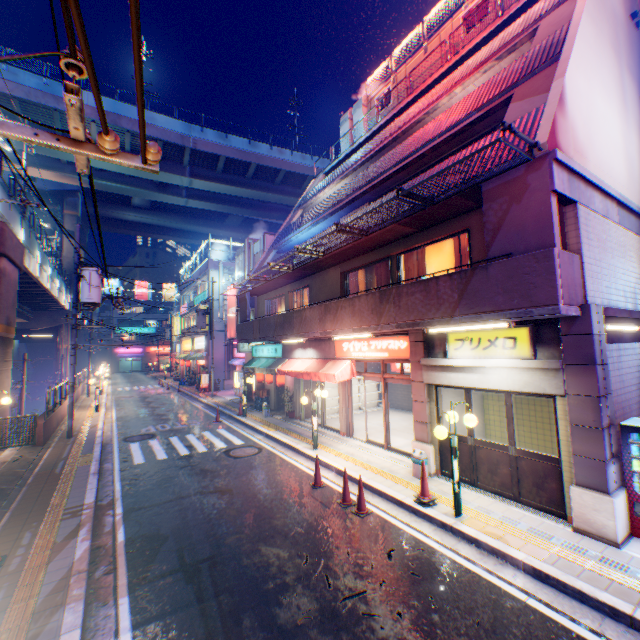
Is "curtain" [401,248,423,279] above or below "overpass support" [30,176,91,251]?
below

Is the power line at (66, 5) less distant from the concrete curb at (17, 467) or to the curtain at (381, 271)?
the concrete curb at (17, 467)

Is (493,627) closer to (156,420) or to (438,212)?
(438,212)

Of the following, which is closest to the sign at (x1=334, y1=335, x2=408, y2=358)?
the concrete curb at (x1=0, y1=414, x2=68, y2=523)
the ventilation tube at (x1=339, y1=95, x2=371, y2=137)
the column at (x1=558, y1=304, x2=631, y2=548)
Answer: the column at (x1=558, y1=304, x2=631, y2=548)

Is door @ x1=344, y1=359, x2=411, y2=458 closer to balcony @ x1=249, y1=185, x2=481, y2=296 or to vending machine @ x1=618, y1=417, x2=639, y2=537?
balcony @ x1=249, y1=185, x2=481, y2=296

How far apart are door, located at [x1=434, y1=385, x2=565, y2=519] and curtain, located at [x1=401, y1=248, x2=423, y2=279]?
2.9m

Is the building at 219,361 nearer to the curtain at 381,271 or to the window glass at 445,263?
the curtain at 381,271

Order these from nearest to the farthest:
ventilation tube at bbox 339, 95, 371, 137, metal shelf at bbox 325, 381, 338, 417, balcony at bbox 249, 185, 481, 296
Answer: balcony at bbox 249, 185, 481, 296
metal shelf at bbox 325, 381, 338, 417
ventilation tube at bbox 339, 95, 371, 137
